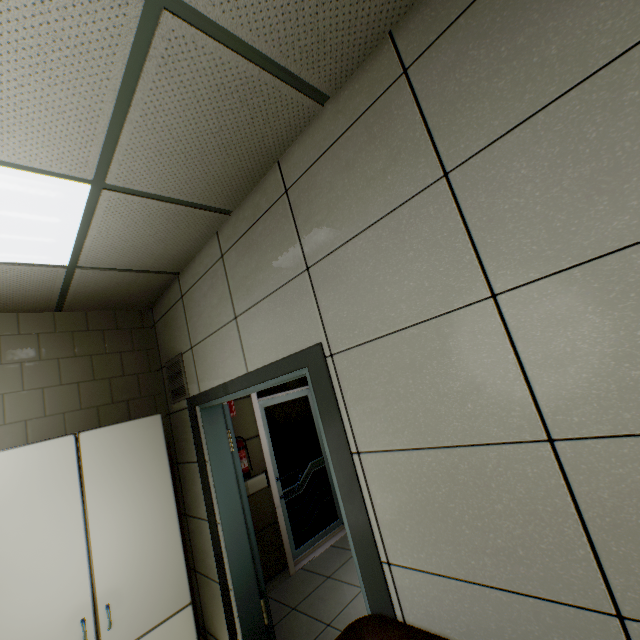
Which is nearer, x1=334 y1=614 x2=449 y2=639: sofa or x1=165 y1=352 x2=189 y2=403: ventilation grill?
x1=334 y1=614 x2=449 y2=639: sofa

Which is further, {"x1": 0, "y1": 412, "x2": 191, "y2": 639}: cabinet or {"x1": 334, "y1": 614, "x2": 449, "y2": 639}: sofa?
{"x1": 0, "y1": 412, "x2": 191, "y2": 639}: cabinet

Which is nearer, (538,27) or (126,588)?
(538,27)

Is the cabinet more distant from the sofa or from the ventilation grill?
the sofa

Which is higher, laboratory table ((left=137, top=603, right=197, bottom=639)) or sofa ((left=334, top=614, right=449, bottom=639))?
sofa ((left=334, top=614, right=449, bottom=639))

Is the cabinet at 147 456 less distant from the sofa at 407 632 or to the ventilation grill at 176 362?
the ventilation grill at 176 362

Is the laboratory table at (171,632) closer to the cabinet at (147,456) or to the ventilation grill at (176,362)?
the cabinet at (147,456)

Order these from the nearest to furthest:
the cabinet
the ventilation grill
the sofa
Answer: the sofa < the cabinet < the ventilation grill
